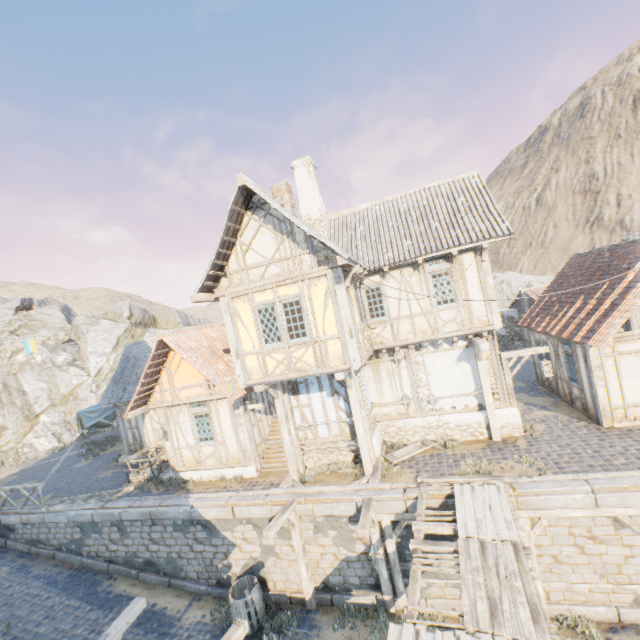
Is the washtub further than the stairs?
No

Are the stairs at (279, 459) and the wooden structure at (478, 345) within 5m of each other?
no

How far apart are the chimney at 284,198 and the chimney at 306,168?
2.96m

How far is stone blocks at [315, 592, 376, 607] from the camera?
9.7m

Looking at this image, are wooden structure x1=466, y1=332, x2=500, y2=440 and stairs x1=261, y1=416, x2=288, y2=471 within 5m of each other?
no

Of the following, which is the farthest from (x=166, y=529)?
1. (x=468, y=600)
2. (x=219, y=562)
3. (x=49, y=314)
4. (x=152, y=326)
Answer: (x=49, y=314)

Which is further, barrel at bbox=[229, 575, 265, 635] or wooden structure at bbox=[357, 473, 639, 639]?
barrel at bbox=[229, 575, 265, 635]

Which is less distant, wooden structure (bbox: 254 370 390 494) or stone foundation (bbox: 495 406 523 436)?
wooden structure (bbox: 254 370 390 494)
